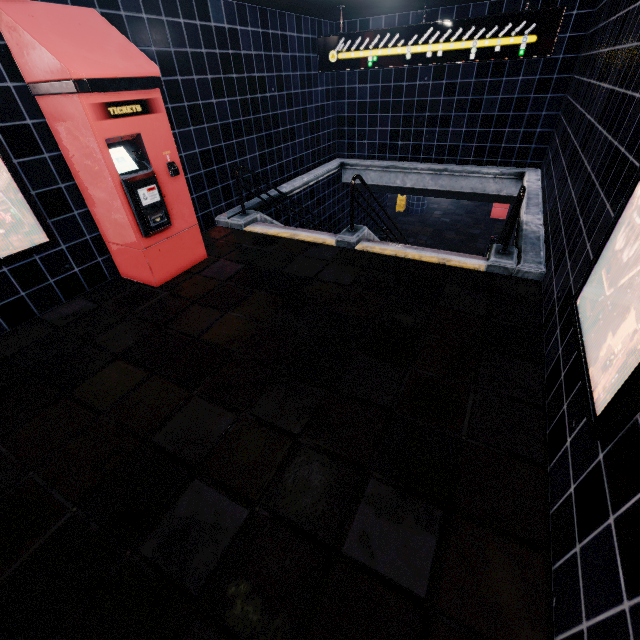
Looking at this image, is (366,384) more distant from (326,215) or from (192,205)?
(326,215)
